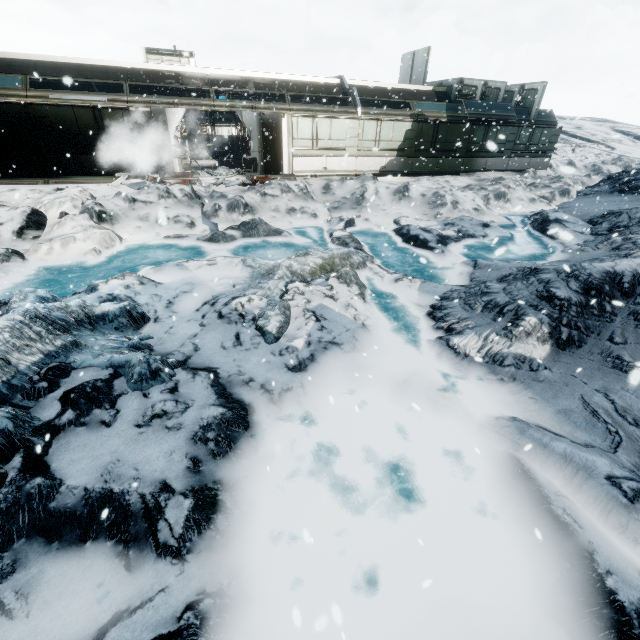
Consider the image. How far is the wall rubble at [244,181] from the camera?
14.7m

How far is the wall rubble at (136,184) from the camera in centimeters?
1388cm

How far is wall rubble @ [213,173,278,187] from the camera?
14.7 meters

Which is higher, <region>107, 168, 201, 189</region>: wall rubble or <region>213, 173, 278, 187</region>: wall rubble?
<region>213, 173, 278, 187</region>: wall rubble

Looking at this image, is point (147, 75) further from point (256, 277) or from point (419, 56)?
point (419, 56)

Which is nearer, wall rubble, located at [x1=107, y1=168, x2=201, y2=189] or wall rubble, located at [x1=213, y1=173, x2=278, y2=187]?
wall rubble, located at [x1=107, y1=168, x2=201, y2=189]

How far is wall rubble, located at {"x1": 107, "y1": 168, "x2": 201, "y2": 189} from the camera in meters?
13.9 m
